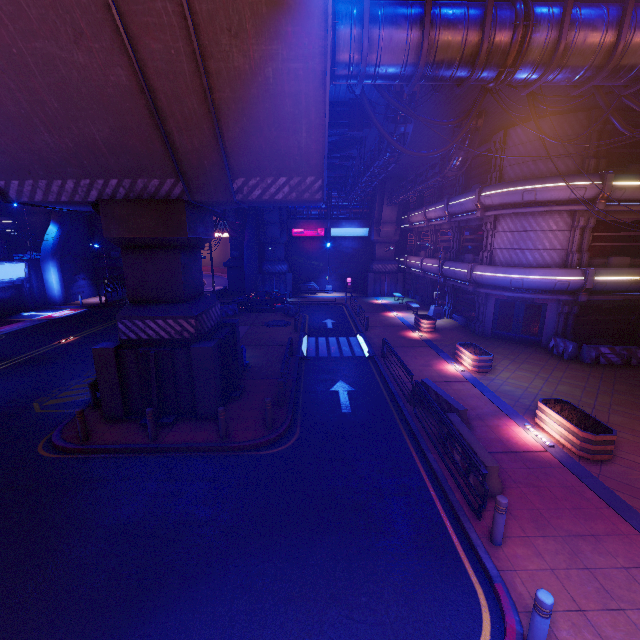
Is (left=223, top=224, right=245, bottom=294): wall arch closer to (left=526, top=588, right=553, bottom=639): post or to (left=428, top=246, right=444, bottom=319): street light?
(left=428, top=246, right=444, bottom=319): street light

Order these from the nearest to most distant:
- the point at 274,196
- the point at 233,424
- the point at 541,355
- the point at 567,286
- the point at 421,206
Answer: the point at 274,196, the point at 233,424, the point at 567,286, the point at 541,355, the point at 421,206

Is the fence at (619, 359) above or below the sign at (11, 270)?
below

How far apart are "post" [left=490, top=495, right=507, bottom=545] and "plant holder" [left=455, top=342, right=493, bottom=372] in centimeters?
953cm

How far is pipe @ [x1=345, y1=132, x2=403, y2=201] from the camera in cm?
1498

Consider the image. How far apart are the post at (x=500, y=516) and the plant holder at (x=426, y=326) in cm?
1645

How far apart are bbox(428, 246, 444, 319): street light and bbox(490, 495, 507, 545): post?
20.54m

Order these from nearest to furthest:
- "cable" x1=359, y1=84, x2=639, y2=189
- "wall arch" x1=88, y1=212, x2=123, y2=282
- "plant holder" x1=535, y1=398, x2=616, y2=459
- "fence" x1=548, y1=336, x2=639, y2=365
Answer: "plant holder" x1=535, y1=398, x2=616, y2=459, "cable" x1=359, y1=84, x2=639, y2=189, "fence" x1=548, y1=336, x2=639, y2=365, "wall arch" x1=88, y1=212, x2=123, y2=282
